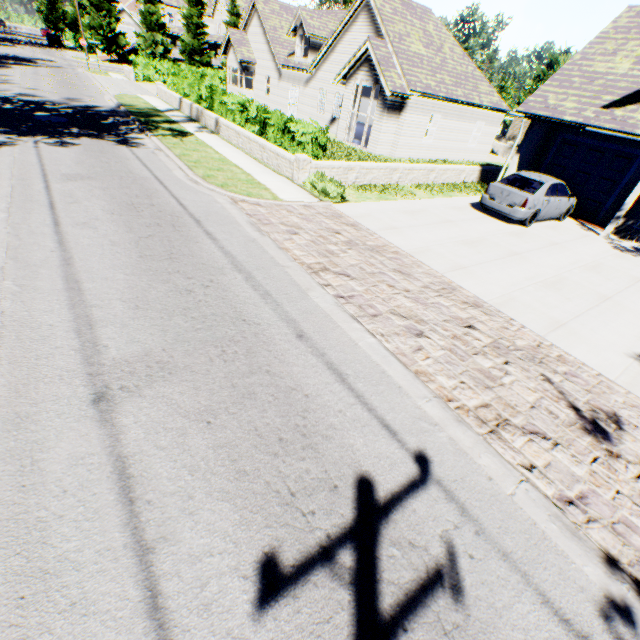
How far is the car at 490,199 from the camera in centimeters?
1147cm

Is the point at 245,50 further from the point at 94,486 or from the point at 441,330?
the point at 94,486

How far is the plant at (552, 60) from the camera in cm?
5641

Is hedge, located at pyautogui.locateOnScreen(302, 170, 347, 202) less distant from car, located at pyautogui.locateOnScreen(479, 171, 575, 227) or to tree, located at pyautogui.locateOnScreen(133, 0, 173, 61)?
car, located at pyautogui.locateOnScreen(479, 171, 575, 227)

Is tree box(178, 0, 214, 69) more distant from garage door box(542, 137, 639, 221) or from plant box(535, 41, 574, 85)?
garage door box(542, 137, 639, 221)

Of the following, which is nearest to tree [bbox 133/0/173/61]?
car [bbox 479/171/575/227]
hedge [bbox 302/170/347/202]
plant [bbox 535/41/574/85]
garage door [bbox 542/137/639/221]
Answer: plant [bbox 535/41/574/85]

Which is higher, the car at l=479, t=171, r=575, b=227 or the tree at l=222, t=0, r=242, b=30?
the tree at l=222, t=0, r=242, b=30

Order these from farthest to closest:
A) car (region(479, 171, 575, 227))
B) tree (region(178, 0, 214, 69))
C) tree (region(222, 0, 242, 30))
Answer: tree (region(222, 0, 242, 30))
tree (region(178, 0, 214, 69))
car (region(479, 171, 575, 227))
